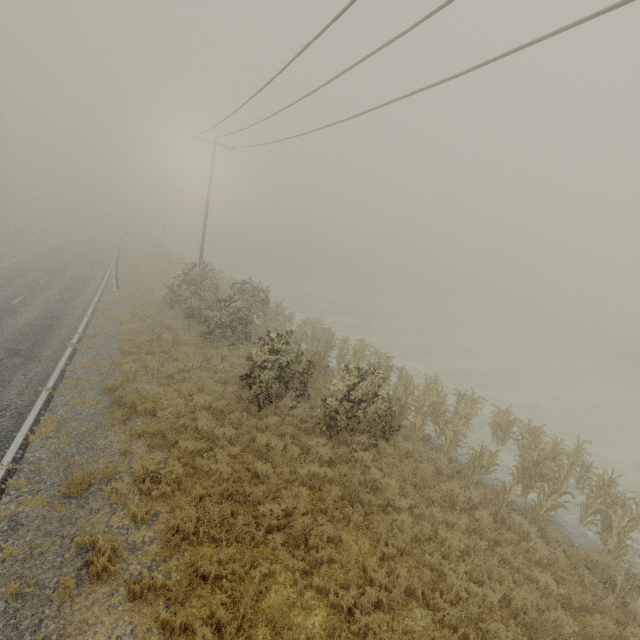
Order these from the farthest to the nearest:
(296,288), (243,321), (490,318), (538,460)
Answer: (490,318) → (296,288) → (243,321) → (538,460)
